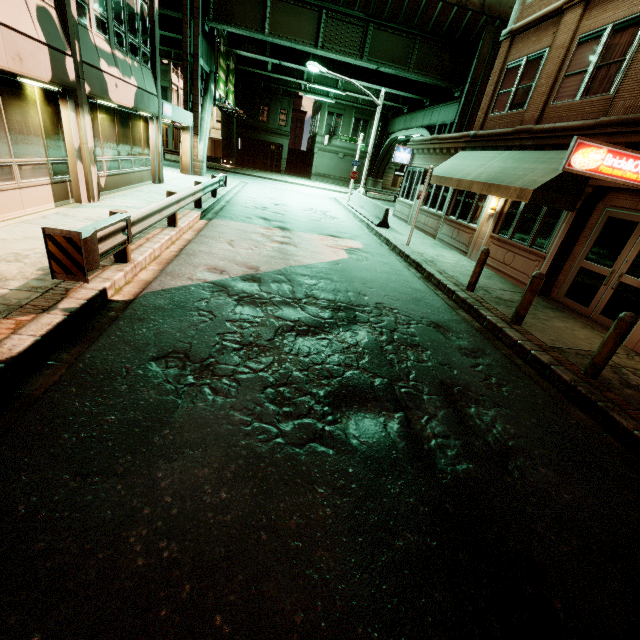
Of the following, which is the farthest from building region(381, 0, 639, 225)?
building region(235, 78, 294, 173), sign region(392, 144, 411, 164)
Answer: building region(235, 78, 294, 173)

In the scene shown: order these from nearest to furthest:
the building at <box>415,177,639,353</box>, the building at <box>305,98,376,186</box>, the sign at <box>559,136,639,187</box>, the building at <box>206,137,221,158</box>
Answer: the sign at <box>559,136,639,187</box> → the building at <box>415,177,639,353</box> → the building at <box>305,98,376,186</box> → the building at <box>206,137,221,158</box>

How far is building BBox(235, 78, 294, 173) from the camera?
39.03m

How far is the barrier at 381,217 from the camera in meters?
16.6

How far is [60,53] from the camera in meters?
8.2 m

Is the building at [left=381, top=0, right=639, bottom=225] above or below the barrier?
above

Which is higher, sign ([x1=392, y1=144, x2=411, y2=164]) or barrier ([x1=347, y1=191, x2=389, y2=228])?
sign ([x1=392, y1=144, x2=411, y2=164])

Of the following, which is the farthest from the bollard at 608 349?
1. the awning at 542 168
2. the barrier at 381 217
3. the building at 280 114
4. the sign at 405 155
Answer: the building at 280 114
